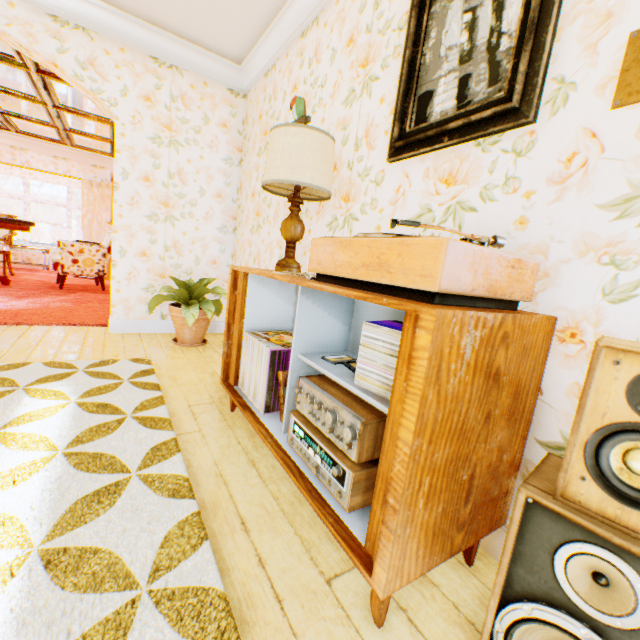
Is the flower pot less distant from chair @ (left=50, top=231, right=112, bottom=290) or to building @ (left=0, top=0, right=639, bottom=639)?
building @ (left=0, top=0, right=639, bottom=639)

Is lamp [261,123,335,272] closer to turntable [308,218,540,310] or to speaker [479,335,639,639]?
turntable [308,218,540,310]

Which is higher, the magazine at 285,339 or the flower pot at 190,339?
the magazine at 285,339

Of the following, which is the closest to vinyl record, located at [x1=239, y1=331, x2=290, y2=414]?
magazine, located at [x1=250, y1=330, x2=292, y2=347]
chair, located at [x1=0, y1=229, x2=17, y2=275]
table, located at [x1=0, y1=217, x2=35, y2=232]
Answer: magazine, located at [x1=250, y1=330, x2=292, y2=347]

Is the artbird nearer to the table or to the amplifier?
the amplifier

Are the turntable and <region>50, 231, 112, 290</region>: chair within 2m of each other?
no

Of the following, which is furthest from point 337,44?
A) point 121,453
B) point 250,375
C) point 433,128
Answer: Answer: point 121,453

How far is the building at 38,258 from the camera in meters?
8.2 m
